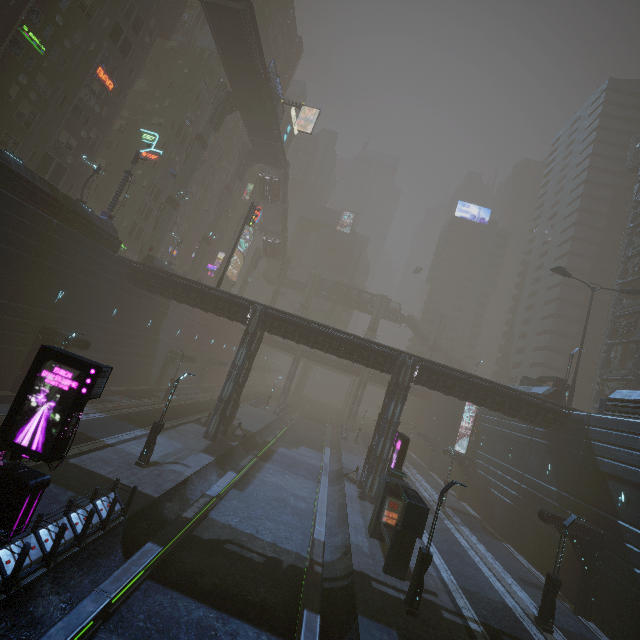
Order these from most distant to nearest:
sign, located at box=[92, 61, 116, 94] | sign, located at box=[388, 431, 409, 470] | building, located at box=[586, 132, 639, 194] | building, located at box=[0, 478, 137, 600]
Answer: building, located at box=[586, 132, 639, 194]
sign, located at box=[92, 61, 116, 94]
sign, located at box=[388, 431, 409, 470]
building, located at box=[0, 478, 137, 600]

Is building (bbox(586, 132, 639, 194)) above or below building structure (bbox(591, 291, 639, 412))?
above

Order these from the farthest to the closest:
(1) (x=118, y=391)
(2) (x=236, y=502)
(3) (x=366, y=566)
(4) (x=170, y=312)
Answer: (4) (x=170, y=312)
(1) (x=118, y=391)
(2) (x=236, y=502)
(3) (x=366, y=566)

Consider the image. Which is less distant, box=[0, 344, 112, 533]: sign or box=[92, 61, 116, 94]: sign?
box=[0, 344, 112, 533]: sign

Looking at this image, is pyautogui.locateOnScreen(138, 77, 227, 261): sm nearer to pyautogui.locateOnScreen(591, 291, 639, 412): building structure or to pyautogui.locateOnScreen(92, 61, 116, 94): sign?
pyautogui.locateOnScreen(92, 61, 116, 94): sign

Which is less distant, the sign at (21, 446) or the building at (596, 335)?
the sign at (21, 446)

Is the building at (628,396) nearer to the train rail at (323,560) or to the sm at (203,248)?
the train rail at (323,560)

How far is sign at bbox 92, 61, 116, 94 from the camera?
30.53m
